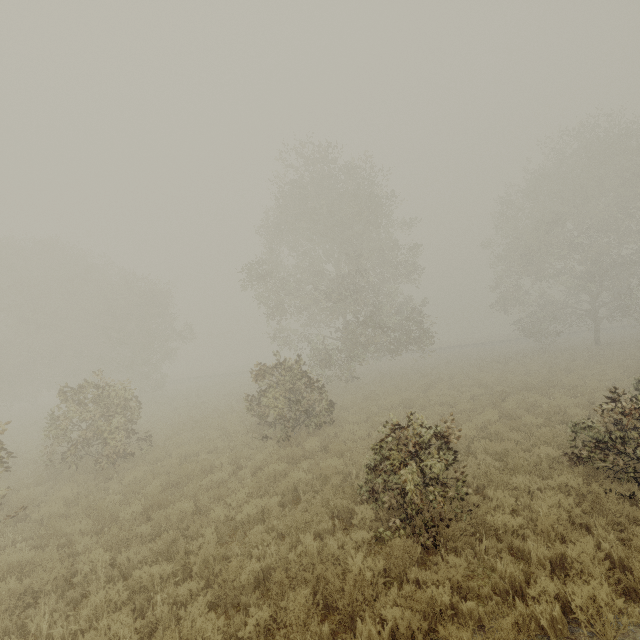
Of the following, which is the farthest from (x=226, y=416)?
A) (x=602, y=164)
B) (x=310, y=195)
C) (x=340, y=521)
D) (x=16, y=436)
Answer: (x=602, y=164)
